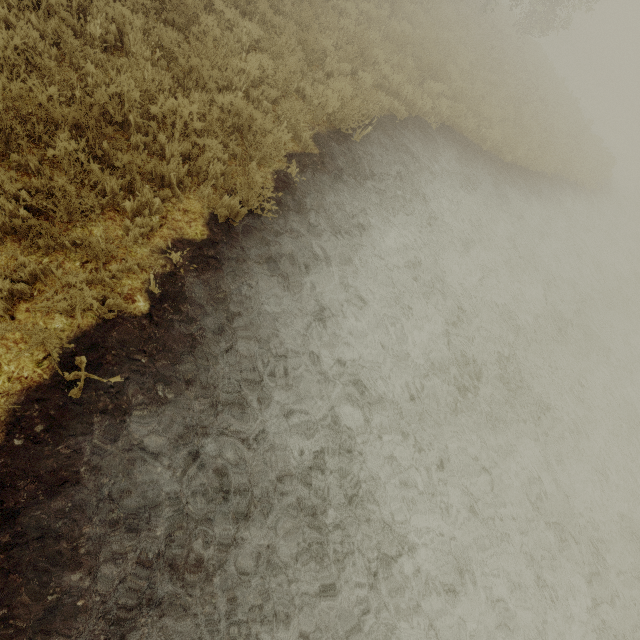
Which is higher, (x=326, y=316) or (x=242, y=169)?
(x=242, y=169)
